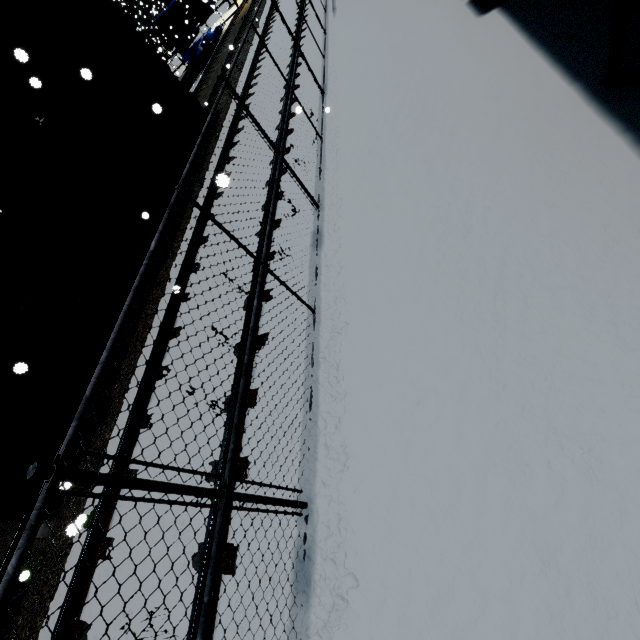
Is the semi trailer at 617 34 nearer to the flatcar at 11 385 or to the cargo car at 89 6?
the cargo car at 89 6

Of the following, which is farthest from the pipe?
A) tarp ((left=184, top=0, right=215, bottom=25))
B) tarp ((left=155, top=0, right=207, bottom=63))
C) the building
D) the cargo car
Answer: Result: the cargo car

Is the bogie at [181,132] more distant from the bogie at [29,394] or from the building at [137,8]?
the bogie at [29,394]

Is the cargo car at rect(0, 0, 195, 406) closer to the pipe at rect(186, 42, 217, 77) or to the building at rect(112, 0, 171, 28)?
the building at rect(112, 0, 171, 28)

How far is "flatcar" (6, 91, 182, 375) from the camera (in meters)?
5.45

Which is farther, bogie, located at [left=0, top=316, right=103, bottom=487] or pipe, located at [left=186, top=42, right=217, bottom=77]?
pipe, located at [left=186, top=42, right=217, bottom=77]

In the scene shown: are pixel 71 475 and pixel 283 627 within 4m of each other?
yes
